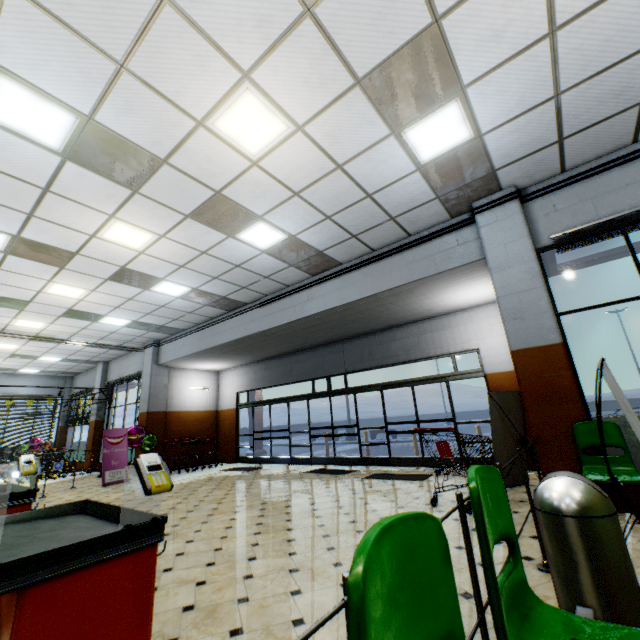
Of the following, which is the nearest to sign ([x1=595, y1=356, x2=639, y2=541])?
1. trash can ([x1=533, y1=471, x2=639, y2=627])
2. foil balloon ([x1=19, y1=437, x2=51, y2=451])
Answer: trash can ([x1=533, y1=471, x2=639, y2=627])

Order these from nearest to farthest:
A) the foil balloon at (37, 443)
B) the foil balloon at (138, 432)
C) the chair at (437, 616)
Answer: the chair at (437, 616) → the foil balloon at (138, 432) → the foil balloon at (37, 443)

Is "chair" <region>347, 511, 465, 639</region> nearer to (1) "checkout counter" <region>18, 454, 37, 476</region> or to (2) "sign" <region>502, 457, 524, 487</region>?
(1) "checkout counter" <region>18, 454, 37, 476</region>

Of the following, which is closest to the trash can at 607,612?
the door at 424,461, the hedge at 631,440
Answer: the hedge at 631,440

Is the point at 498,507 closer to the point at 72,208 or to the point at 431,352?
the point at 72,208

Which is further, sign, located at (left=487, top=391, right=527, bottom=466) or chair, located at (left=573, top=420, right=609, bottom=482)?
sign, located at (left=487, top=391, right=527, bottom=466)

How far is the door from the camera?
8.6 meters

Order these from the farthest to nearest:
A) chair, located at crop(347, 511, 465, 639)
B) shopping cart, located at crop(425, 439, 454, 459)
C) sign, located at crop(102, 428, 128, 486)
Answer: sign, located at crop(102, 428, 128, 486)
shopping cart, located at crop(425, 439, 454, 459)
chair, located at crop(347, 511, 465, 639)
